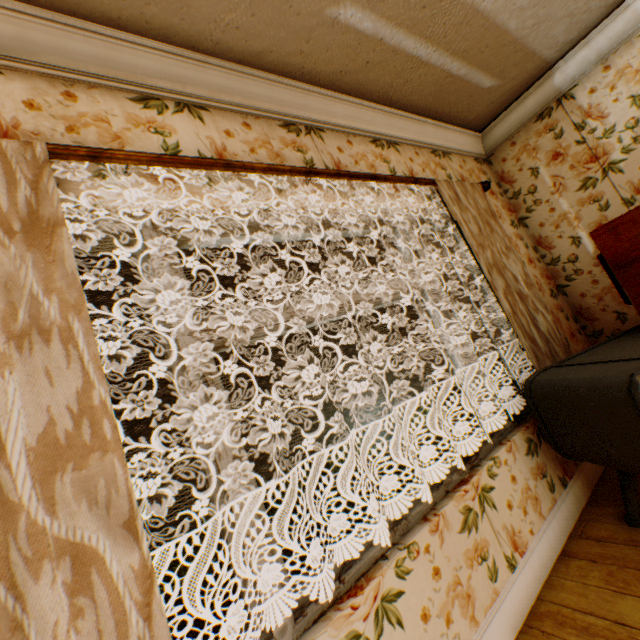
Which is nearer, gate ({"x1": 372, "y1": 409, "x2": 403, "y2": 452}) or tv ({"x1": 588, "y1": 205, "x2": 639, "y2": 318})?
tv ({"x1": 588, "y1": 205, "x2": 639, "y2": 318})

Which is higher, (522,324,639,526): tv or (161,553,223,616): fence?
(522,324,639,526): tv

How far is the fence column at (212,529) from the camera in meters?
12.6 m

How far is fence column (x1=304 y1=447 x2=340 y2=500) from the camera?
15.87m

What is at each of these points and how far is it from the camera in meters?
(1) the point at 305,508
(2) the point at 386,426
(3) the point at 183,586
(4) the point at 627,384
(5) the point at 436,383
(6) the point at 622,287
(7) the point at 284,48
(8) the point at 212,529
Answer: (1) fence, 15.0 m
(2) gate, 19.1 m
(3) fence, 11.8 m
(4) tv, 1.4 m
(5) gate, 22.8 m
(6) tv, 1.9 m
(7) building, 1.8 m
(8) fence column, 12.8 m

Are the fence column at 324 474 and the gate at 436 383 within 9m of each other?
no

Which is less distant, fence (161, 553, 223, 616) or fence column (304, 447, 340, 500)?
fence (161, 553, 223, 616)

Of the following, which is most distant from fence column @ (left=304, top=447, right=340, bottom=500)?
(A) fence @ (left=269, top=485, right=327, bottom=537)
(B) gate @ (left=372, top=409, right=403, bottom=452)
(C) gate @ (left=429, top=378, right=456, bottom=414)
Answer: (C) gate @ (left=429, top=378, right=456, bottom=414)
